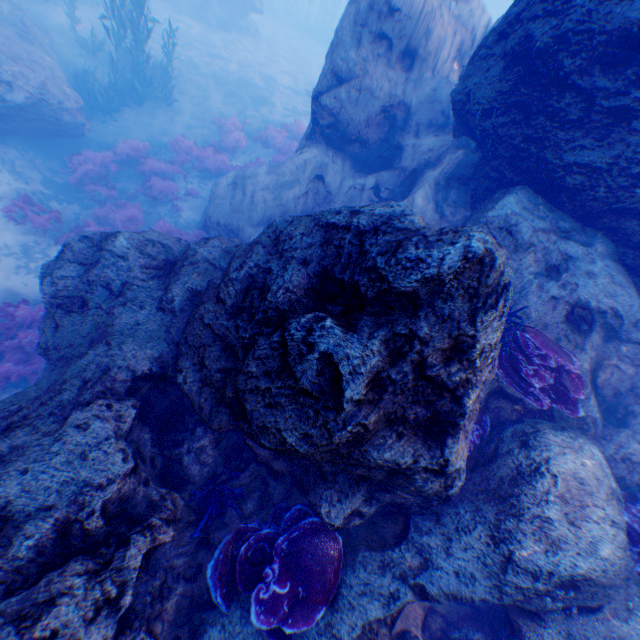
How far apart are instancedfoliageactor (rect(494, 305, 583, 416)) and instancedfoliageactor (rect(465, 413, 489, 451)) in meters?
0.6

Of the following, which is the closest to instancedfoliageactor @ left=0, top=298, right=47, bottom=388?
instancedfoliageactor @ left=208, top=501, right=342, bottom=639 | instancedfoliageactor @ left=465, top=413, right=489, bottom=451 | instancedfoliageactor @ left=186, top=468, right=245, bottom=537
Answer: instancedfoliageactor @ left=186, top=468, right=245, bottom=537

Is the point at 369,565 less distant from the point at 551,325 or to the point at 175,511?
the point at 175,511

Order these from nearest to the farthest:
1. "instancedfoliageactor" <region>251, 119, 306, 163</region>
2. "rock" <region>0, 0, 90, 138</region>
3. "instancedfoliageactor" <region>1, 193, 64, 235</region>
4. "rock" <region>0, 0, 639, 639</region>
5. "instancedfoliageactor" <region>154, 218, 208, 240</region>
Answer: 1. "rock" <region>0, 0, 639, 639</region>
2. "instancedfoliageactor" <region>1, 193, 64, 235</region>
3. "rock" <region>0, 0, 90, 138</region>
4. "instancedfoliageactor" <region>154, 218, 208, 240</region>
5. "instancedfoliageactor" <region>251, 119, 306, 163</region>

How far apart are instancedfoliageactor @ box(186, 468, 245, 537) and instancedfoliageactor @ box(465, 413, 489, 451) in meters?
2.7 m

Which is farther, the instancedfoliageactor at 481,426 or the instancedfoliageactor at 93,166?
the instancedfoliageactor at 93,166

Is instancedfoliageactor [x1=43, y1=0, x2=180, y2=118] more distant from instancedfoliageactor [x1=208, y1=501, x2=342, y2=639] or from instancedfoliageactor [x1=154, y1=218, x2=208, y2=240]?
instancedfoliageactor [x1=208, y1=501, x2=342, y2=639]

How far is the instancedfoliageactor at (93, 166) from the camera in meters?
11.1 m
